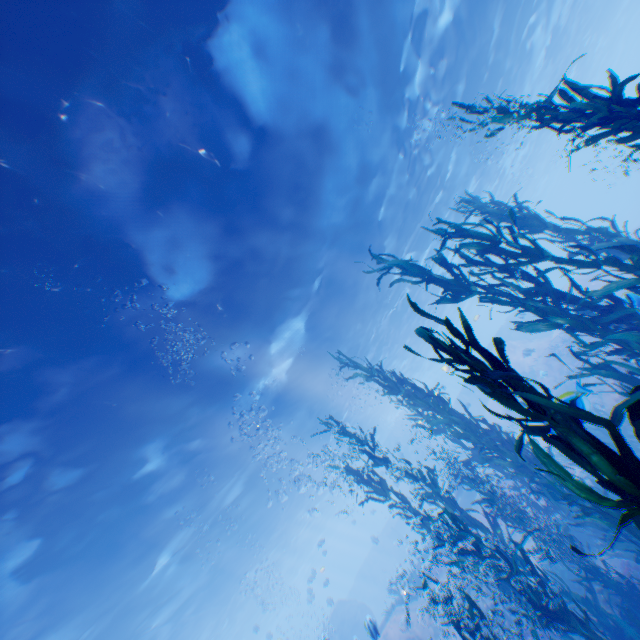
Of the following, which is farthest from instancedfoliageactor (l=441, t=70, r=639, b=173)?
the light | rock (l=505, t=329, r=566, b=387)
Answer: the light

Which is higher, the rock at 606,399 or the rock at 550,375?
the rock at 550,375

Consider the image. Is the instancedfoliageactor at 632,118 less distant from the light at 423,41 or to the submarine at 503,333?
the submarine at 503,333

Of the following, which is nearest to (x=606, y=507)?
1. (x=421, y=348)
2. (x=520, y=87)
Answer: (x=520, y=87)

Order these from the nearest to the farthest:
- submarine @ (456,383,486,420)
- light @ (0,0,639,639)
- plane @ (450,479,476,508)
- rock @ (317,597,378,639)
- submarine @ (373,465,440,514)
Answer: light @ (0,0,639,639) → rock @ (317,597,378,639) → plane @ (450,479,476,508) → submarine @ (373,465,440,514) → submarine @ (456,383,486,420)

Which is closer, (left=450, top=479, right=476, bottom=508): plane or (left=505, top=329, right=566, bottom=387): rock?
(left=450, top=479, right=476, bottom=508): plane

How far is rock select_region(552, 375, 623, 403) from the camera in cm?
293

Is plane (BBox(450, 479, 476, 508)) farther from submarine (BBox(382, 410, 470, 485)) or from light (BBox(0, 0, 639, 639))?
light (BBox(0, 0, 639, 639))
